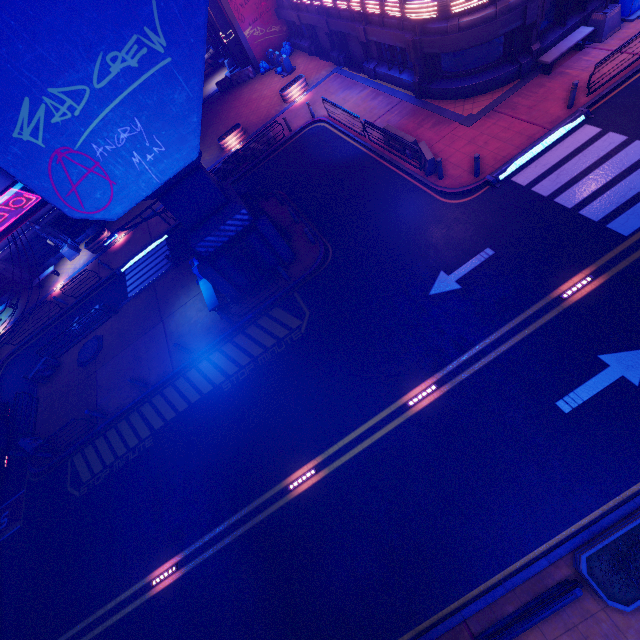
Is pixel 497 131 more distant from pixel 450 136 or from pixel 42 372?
pixel 42 372

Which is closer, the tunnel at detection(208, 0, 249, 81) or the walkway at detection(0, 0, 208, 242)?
the walkway at detection(0, 0, 208, 242)

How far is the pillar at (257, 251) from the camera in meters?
12.7 m

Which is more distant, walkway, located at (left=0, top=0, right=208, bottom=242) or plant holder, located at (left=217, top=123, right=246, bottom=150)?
plant holder, located at (left=217, top=123, right=246, bottom=150)

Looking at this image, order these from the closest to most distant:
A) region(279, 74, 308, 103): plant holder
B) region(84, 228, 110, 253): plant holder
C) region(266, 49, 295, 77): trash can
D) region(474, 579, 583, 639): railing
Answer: region(474, 579, 583, 639): railing
region(279, 74, 308, 103): plant holder
region(84, 228, 110, 253): plant holder
region(266, 49, 295, 77): trash can

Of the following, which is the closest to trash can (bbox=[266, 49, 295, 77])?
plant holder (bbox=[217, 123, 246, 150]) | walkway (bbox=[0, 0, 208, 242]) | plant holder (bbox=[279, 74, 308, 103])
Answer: plant holder (bbox=[279, 74, 308, 103])

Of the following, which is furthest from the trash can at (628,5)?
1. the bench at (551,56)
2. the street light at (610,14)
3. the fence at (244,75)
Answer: the fence at (244,75)

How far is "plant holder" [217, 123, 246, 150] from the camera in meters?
24.9
